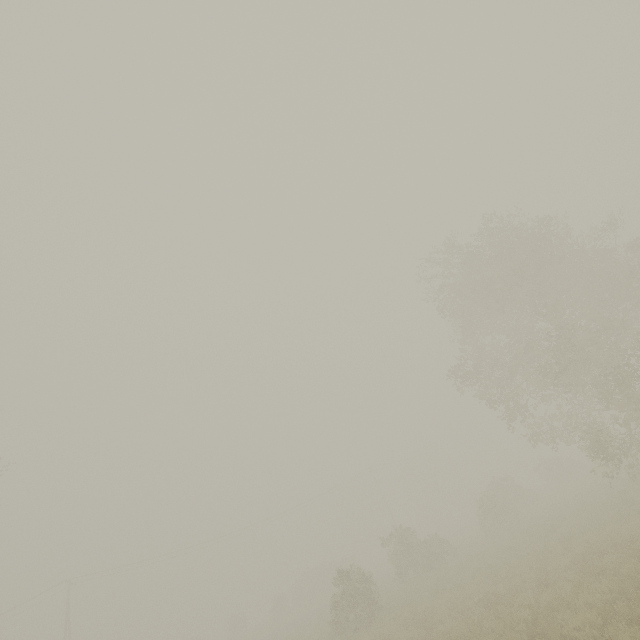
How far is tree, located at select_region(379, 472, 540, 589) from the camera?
22.7m

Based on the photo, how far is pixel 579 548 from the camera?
12.49m

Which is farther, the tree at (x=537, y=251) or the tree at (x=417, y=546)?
the tree at (x=417, y=546)

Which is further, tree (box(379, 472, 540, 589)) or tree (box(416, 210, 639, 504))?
tree (box(379, 472, 540, 589))

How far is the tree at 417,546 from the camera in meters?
22.7
